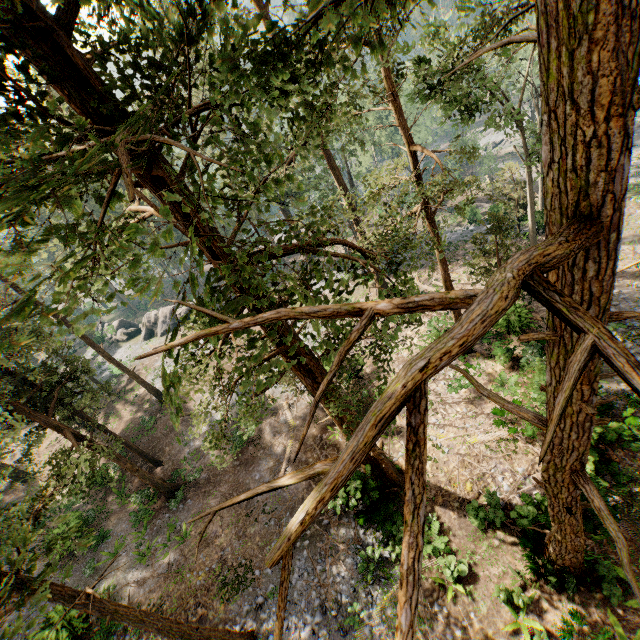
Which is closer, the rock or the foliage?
the foliage

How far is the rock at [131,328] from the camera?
43.4 meters

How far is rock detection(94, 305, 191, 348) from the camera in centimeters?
4341cm

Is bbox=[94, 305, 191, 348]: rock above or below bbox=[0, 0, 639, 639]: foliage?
below

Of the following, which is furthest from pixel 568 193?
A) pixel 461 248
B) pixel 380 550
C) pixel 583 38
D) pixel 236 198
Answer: pixel 461 248

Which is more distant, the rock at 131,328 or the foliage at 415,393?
the rock at 131,328
